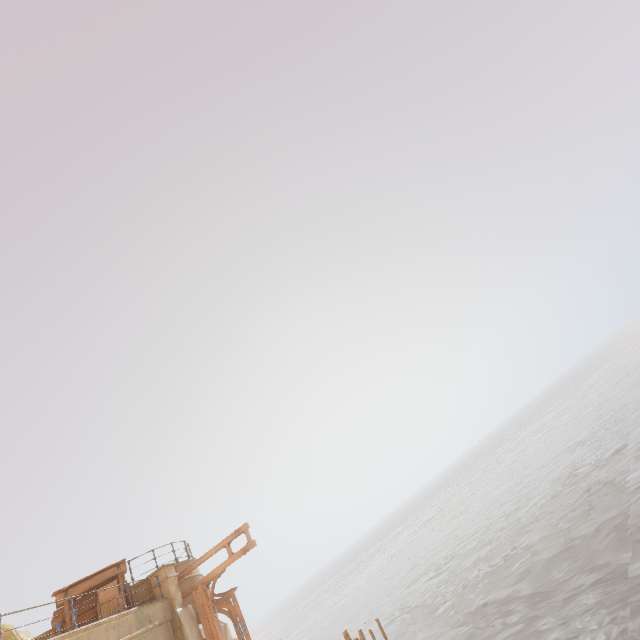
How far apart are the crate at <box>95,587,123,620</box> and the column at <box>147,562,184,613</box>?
1.0m

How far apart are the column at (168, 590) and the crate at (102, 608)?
1.0m

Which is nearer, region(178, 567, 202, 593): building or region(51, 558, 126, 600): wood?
region(51, 558, 126, 600): wood

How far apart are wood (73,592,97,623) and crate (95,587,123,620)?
0.0m

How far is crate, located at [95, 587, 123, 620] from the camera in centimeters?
1144cm

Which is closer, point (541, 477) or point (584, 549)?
point (584, 549)

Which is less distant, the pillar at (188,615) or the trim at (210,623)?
the pillar at (188,615)

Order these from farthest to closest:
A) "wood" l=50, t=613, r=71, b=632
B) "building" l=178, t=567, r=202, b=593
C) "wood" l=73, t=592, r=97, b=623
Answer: "building" l=178, t=567, r=202, b=593, "wood" l=73, t=592, r=97, b=623, "wood" l=50, t=613, r=71, b=632
